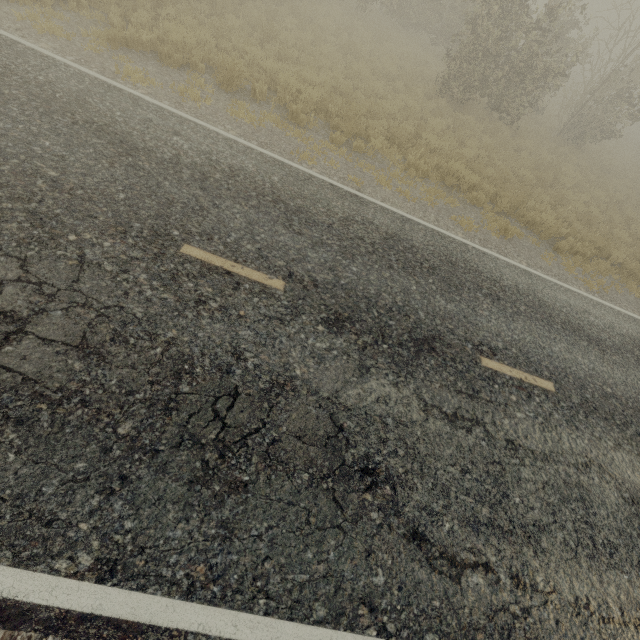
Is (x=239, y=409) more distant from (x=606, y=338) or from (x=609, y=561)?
(x=606, y=338)
